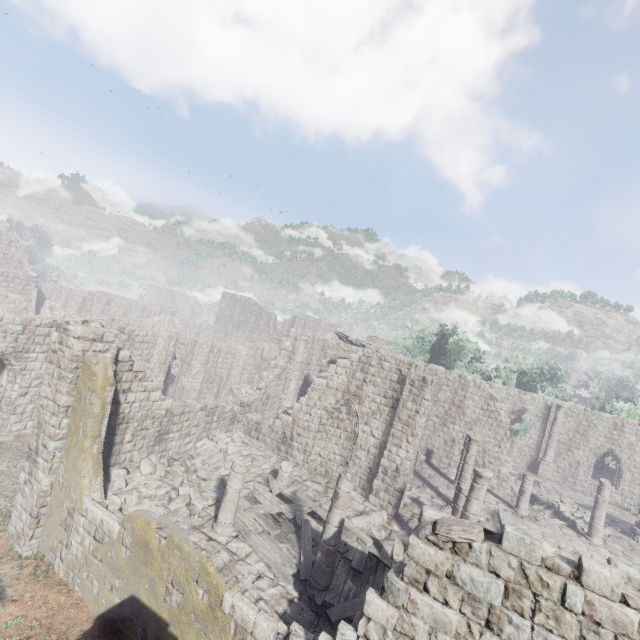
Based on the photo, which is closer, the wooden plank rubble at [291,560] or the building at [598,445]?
the building at [598,445]

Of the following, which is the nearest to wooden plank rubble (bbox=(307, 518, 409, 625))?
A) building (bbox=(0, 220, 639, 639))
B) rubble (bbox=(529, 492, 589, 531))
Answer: building (bbox=(0, 220, 639, 639))

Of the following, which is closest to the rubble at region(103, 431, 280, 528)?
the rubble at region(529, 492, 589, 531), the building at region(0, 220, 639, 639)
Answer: the building at region(0, 220, 639, 639)

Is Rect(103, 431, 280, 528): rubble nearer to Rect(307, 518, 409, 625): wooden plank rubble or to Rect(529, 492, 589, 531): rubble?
Rect(307, 518, 409, 625): wooden plank rubble

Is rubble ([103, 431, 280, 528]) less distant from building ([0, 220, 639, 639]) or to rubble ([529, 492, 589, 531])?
building ([0, 220, 639, 639])

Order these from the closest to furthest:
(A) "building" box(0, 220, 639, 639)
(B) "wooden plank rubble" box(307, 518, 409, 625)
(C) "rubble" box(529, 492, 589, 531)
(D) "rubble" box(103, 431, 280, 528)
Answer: (A) "building" box(0, 220, 639, 639)
(B) "wooden plank rubble" box(307, 518, 409, 625)
(D) "rubble" box(103, 431, 280, 528)
(C) "rubble" box(529, 492, 589, 531)

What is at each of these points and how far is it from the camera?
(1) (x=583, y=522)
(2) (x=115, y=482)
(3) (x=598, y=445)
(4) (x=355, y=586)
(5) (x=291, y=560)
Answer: (1) rubble, 18.86m
(2) rubble, 10.98m
(3) building, 27.34m
(4) wooden plank rubble, 9.49m
(5) wooden plank rubble, 10.01m
